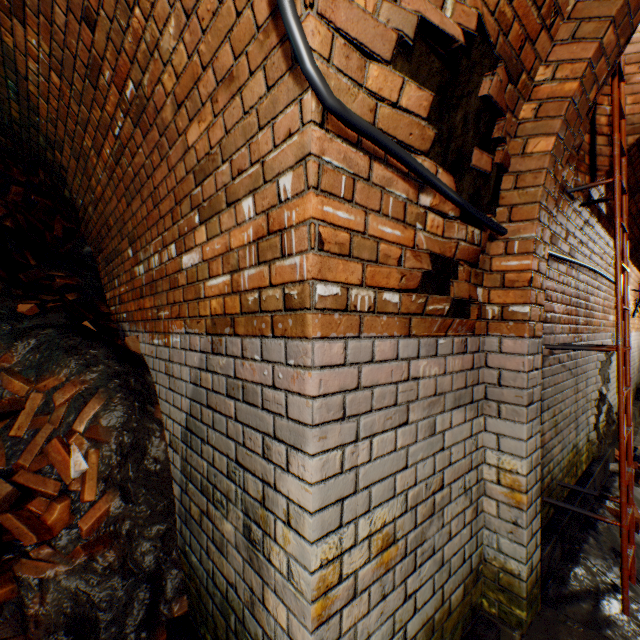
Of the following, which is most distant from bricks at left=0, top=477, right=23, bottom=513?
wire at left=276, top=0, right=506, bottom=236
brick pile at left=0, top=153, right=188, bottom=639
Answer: wire at left=276, top=0, right=506, bottom=236

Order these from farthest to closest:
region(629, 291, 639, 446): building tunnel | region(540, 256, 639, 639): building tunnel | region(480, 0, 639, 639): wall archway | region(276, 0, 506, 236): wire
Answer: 1. region(629, 291, 639, 446): building tunnel
2. region(540, 256, 639, 639): building tunnel
3. region(480, 0, 639, 639): wall archway
4. region(276, 0, 506, 236): wire

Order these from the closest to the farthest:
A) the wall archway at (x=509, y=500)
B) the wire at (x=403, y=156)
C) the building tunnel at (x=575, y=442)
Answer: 1. the wire at (x=403, y=156)
2. the wall archway at (x=509, y=500)
3. the building tunnel at (x=575, y=442)

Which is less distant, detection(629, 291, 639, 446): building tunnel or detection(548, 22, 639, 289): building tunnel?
detection(548, 22, 639, 289): building tunnel

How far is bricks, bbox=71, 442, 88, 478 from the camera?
2.0m

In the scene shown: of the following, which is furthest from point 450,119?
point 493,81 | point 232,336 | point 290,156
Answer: point 232,336

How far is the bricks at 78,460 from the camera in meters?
2.0

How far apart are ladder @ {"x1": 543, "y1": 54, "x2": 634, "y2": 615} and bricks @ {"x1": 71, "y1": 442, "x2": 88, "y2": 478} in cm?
341
